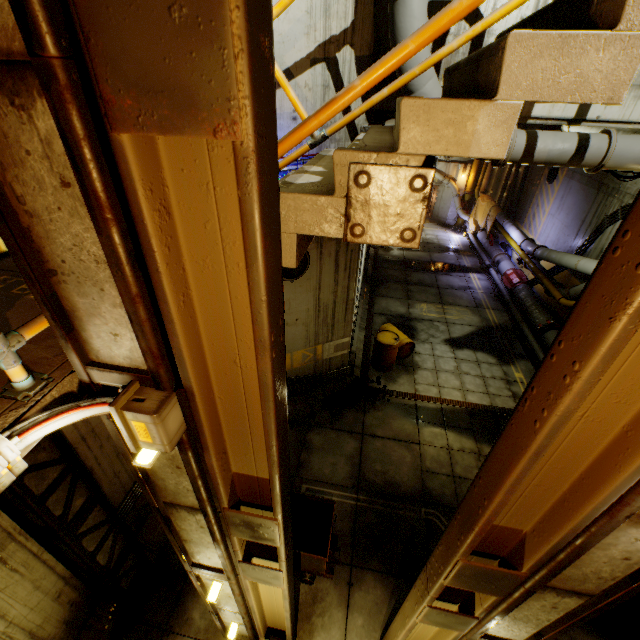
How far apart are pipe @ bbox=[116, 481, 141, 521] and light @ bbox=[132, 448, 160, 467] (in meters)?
4.42

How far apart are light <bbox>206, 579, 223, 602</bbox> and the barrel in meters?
7.3 m

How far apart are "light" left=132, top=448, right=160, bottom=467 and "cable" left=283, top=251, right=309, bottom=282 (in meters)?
4.67

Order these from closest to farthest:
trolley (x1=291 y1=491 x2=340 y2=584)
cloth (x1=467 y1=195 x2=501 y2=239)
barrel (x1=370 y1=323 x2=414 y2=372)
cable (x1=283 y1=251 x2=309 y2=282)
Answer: trolley (x1=291 y1=491 x2=340 y2=584)
cable (x1=283 y1=251 x2=309 y2=282)
barrel (x1=370 y1=323 x2=414 y2=372)
cloth (x1=467 y1=195 x2=501 y2=239)

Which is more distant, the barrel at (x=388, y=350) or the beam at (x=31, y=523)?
the barrel at (x=388, y=350)

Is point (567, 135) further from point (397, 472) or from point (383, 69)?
point (397, 472)

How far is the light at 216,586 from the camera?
3.7m

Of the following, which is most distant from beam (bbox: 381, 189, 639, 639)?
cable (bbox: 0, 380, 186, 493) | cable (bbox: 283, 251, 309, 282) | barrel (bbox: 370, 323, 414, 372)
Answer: barrel (bbox: 370, 323, 414, 372)
